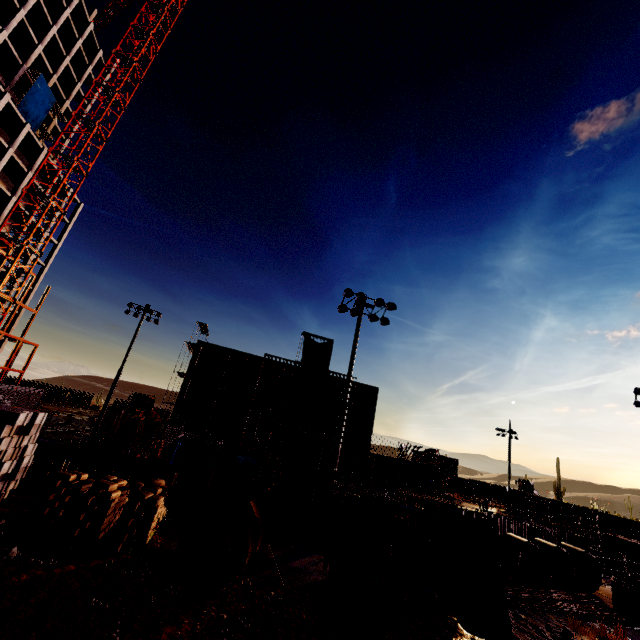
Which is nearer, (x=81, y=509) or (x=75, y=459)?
(x=81, y=509)

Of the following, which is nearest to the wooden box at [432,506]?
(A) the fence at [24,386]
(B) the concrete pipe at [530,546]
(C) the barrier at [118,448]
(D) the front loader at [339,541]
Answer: (D) the front loader at [339,541]

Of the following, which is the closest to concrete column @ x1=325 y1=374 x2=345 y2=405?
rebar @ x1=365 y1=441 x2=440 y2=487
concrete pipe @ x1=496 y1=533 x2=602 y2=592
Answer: rebar @ x1=365 y1=441 x2=440 y2=487

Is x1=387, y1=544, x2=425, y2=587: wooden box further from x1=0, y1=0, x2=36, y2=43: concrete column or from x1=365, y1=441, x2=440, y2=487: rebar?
x1=0, y1=0, x2=36, y2=43: concrete column

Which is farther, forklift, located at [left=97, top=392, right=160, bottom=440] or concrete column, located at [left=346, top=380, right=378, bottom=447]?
concrete column, located at [left=346, top=380, right=378, bottom=447]

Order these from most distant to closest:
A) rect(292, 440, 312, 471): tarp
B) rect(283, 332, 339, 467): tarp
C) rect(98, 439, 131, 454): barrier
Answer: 1. rect(283, 332, 339, 467): tarp
2. rect(292, 440, 312, 471): tarp
3. rect(98, 439, 131, 454): barrier

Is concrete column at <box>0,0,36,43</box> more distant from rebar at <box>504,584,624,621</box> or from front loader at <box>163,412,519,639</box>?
rebar at <box>504,584,624,621</box>

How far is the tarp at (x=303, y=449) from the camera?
36.22m
